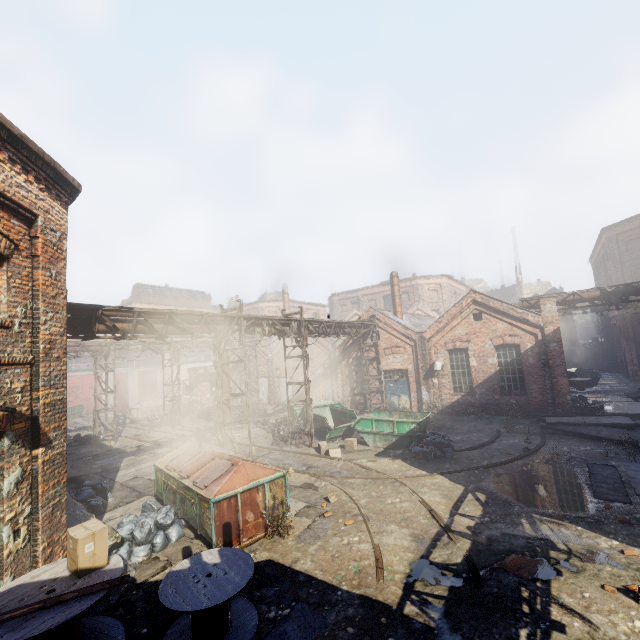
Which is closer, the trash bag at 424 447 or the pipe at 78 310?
the pipe at 78 310

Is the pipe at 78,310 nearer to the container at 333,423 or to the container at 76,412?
the container at 333,423

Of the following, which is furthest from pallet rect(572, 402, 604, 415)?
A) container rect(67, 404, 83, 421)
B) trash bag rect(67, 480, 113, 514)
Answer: container rect(67, 404, 83, 421)

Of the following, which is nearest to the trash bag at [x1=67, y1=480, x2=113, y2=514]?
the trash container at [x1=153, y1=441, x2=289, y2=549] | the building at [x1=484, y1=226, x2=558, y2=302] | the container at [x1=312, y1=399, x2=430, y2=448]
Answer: the trash container at [x1=153, y1=441, x2=289, y2=549]

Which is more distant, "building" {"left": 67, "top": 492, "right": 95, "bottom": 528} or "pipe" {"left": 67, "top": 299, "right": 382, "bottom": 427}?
"pipe" {"left": 67, "top": 299, "right": 382, "bottom": 427}

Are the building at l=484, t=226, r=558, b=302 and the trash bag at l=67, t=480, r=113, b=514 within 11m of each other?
no

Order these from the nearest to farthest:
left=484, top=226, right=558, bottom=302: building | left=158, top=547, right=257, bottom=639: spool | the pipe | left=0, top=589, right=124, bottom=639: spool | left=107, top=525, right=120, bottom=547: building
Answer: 1. left=0, top=589, right=124, bottom=639: spool
2. left=158, top=547, right=257, bottom=639: spool
3. left=107, top=525, right=120, bottom=547: building
4. the pipe
5. left=484, top=226, right=558, bottom=302: building

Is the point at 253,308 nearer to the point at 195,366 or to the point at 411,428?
the point at 195,366
